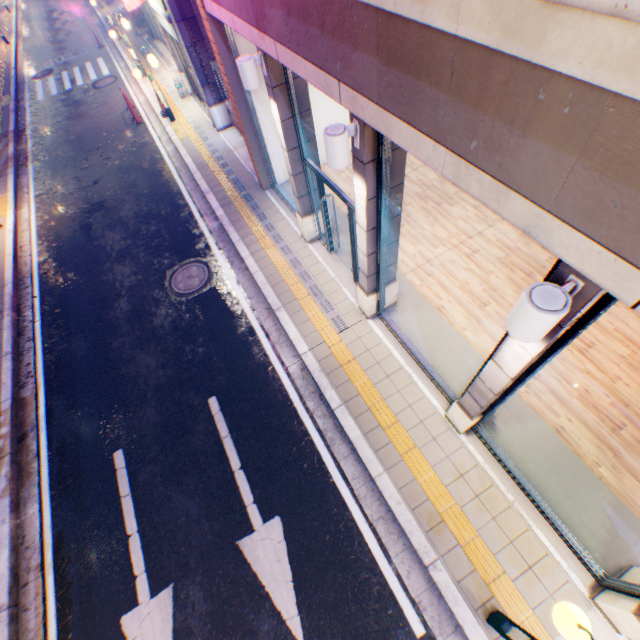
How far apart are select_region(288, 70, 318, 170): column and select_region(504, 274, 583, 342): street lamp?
5.5m

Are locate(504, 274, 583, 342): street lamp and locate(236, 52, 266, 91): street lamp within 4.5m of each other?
no

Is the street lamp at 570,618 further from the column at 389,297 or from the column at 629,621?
the column at 389,297

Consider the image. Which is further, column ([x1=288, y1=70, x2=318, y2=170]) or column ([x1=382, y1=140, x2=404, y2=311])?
column ([x1=288, y1=70, x2=318, y2=170])

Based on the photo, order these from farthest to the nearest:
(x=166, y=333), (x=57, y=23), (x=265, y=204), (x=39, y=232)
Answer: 1. (x=57, y=23)
2. (x=39, y=232)
3. (x=265, y=204)
4. (x=166, y=333)

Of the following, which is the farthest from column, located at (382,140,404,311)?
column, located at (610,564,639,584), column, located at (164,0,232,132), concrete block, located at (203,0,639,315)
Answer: column, located at (164,0,232,132)

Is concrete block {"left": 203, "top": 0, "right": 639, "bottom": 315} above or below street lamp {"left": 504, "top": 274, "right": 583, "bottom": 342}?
above

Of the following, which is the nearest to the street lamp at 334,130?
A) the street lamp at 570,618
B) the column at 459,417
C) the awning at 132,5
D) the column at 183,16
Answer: the column at 459,417
